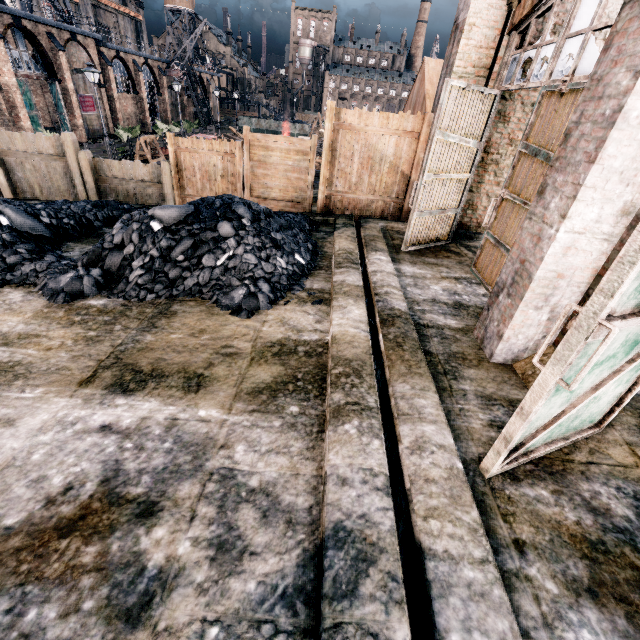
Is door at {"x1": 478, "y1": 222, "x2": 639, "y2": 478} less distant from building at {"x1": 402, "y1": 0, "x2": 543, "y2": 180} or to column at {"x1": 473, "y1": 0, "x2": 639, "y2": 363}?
column at {"x1": 473, "y1": 0, "x2": 639, "y2": 363}

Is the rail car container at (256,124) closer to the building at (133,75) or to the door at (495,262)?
the building at (133,75)

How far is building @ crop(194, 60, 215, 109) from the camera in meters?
54.5 m

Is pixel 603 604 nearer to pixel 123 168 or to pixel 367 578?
pixel 367 578

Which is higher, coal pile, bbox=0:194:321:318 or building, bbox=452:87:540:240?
building, bbox=452:87:540:240

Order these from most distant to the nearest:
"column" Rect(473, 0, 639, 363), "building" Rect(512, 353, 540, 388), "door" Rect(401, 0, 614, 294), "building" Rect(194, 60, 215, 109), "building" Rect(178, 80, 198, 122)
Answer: "building" Rect(194, 60, 215, 109)
"building" Rect(178, 80, 198, 122)
"door" Rect(401, 0, 614, 294)
"building" Rect(512, 353, 540, 388)
"column" Rect(473, 0, 639, 363)

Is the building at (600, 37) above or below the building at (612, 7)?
below
